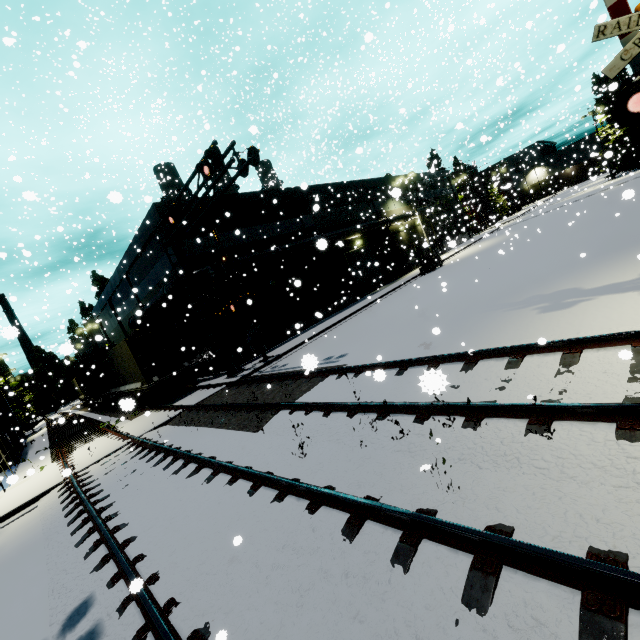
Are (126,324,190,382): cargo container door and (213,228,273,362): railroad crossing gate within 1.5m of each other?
no

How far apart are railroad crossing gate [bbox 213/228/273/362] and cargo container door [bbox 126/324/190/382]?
3.08m

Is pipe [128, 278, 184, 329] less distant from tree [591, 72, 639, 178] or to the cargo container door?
the cargo container door

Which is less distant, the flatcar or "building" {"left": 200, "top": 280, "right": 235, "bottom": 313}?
the flatcar

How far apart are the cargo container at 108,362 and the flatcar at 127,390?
0.00m

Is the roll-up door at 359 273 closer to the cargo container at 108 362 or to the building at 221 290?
the building at 221 290

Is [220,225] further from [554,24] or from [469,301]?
[554,24]

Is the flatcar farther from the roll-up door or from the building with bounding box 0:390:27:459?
the roll-up door
